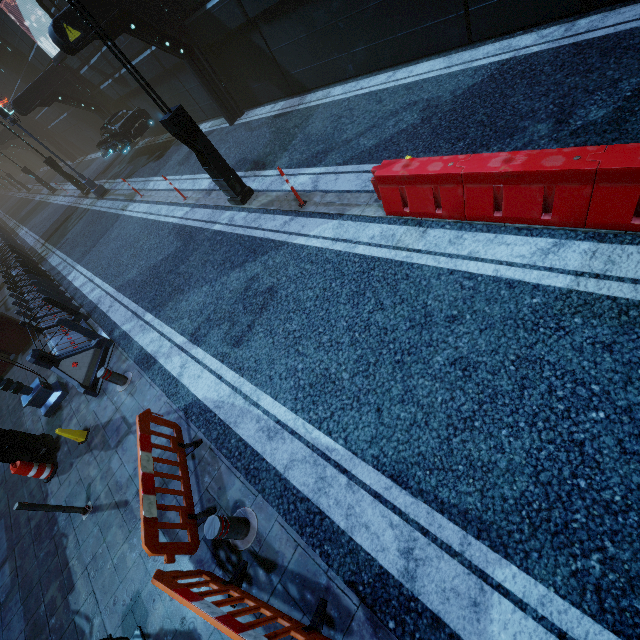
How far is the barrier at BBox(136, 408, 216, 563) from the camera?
3.6m

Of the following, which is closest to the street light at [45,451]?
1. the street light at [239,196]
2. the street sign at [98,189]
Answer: the street light at [239,196]

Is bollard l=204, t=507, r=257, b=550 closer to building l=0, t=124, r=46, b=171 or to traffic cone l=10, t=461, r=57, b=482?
traffic cone l=10, t=461, r=57, b=482

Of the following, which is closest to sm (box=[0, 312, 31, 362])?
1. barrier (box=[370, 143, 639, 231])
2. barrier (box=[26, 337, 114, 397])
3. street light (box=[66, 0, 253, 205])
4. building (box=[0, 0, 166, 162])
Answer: building (box=[0, 0, 166, 162])

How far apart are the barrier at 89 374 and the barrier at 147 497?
3.4m

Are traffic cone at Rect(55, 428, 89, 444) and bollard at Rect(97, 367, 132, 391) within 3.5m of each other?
yes

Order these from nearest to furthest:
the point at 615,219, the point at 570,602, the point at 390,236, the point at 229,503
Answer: the point at 570,602, the point at 615,219, the point at 229,503, the point at 390,236

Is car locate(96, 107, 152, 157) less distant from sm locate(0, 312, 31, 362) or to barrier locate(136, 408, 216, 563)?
sm locate(0, 312, 31, 362)
